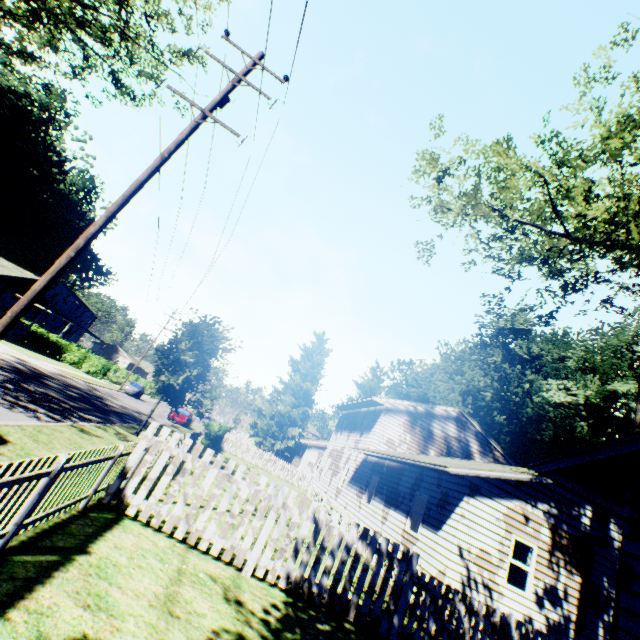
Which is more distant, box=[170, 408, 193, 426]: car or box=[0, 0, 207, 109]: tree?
box=[170, 408, 193, 426]: car

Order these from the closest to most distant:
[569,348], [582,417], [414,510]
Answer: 1. [414,510]
2. [582,417]
3. [569,348]

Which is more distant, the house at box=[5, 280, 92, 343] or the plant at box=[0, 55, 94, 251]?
the plant at box=[0, 55, 94, 251]

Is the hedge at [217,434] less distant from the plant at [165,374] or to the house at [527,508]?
the plant at [165,374]

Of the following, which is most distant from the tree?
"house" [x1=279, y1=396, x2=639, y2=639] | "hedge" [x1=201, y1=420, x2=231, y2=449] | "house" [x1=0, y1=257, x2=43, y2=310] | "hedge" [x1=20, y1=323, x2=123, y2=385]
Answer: "hedge" [x1=20, y1=323, x2=123, y2=385]

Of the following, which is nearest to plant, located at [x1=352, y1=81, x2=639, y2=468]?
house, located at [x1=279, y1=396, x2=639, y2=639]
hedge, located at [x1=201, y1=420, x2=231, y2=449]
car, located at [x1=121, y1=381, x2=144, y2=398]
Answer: house, located at [x1=279, y1=396, x2=639, y2=639]

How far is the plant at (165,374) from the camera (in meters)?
16.02

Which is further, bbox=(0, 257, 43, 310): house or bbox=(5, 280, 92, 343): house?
bbox=(5, 280, 92, 343): house
